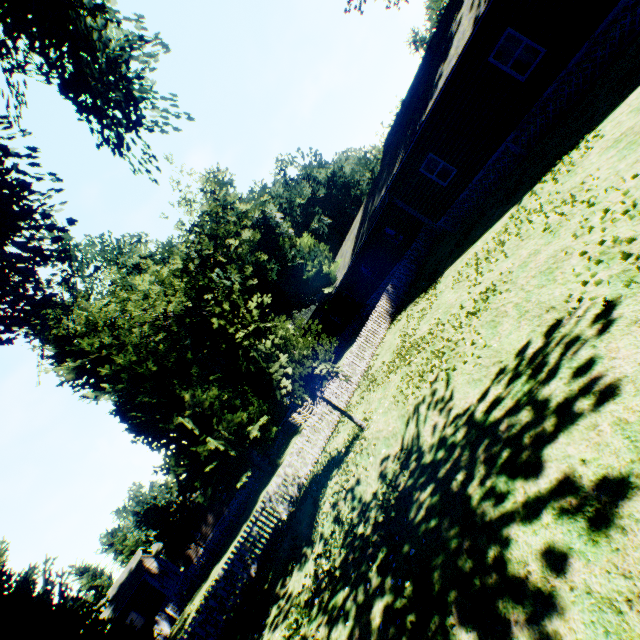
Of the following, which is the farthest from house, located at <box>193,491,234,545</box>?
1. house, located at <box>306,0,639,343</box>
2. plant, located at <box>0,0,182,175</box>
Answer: house, located at <box>306,0,639,343</box>

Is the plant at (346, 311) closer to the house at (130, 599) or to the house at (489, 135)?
the house at (489, 135)

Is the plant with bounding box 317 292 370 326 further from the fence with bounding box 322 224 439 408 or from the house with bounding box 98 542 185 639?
the house with bounding box 98 542 185 639

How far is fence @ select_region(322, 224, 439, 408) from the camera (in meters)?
16.16

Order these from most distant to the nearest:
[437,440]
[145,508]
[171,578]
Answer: [171,578] → [145,508] → [437,440]

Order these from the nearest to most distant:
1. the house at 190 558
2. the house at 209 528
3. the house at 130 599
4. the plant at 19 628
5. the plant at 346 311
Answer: the plant at 19 628 → the house at 130 599 → the plant at 346 311 → the house at 190 558 → the house at 209 528

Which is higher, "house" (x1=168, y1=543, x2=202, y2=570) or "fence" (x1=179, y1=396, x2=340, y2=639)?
"house" (x1=168, y1=543, x2=202, y2=570)
